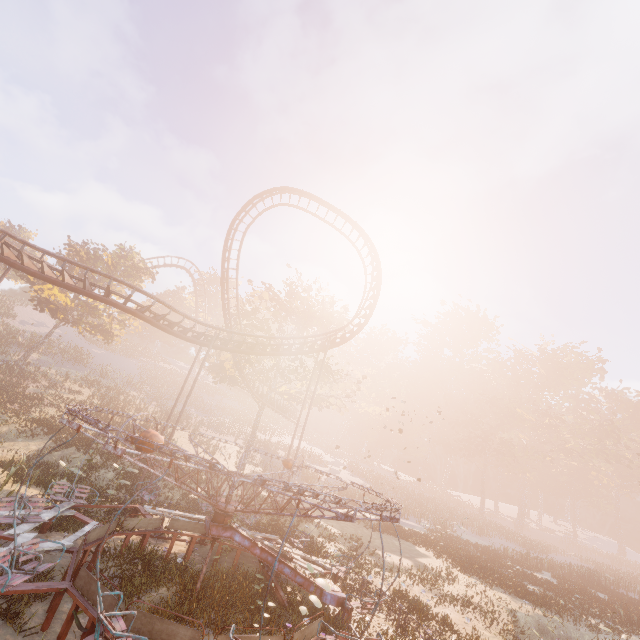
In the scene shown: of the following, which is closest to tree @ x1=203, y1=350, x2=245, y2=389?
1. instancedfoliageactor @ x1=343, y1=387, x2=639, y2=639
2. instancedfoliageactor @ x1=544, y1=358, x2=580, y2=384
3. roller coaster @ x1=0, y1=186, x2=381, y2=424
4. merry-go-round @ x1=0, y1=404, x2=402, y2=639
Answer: roller coaster @ x1=0, y1=186, x2=381, y2=424

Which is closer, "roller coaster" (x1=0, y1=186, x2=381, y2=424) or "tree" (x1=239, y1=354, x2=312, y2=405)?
"roller coaster" (x1=0, y1=186, x2=381, y2=424)

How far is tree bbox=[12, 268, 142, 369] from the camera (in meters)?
29.26

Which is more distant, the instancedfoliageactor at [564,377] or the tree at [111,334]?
the instancedfoliageactor at [564,377]

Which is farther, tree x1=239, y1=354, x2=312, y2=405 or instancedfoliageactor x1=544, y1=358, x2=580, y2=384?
instancedfoliageactor x1=544, y1=358, x2=580, y2=384

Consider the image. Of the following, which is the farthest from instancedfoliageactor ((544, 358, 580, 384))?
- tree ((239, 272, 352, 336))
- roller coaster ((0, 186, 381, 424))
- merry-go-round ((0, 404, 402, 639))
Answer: merry-go-round ((0, 404, 402, 639))

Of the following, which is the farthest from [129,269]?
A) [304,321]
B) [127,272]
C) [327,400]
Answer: [327,400]

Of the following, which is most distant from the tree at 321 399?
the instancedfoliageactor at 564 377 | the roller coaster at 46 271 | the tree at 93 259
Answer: the instancedfoliageactor at 564 377
